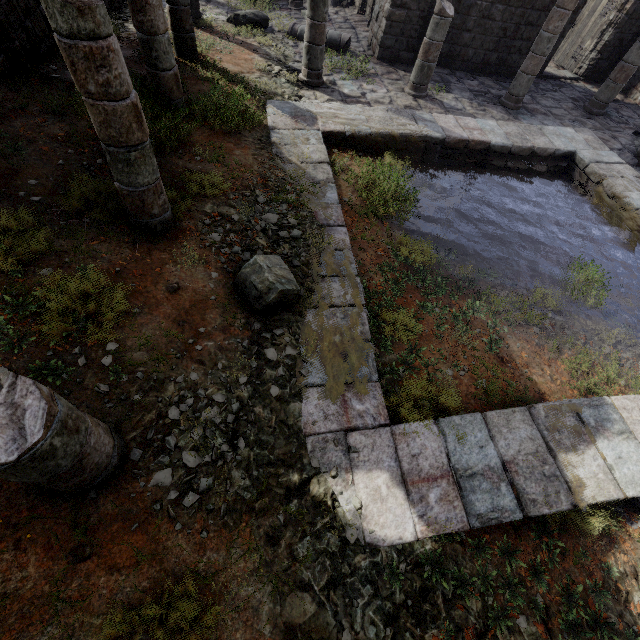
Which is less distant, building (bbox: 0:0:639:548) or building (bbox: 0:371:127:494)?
building (bbox: 0:371:127:494)

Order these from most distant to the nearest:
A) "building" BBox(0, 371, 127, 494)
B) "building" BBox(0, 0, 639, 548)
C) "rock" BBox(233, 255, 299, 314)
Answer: "rock" BBox(233, 255, 299, 314) < "building" BBox(0, 0, 639, 548) < "building" BBox(0, 371, 127, 494)

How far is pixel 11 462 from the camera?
2.02m

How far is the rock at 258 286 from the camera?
4.39m

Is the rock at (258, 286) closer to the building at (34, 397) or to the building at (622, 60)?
the building at (622, 60)

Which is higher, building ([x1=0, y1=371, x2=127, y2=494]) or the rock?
building ([x1=0, y1=371, x2=127, y2=494])

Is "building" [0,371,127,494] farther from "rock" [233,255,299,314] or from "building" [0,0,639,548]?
"building" [0,0,639,548]
